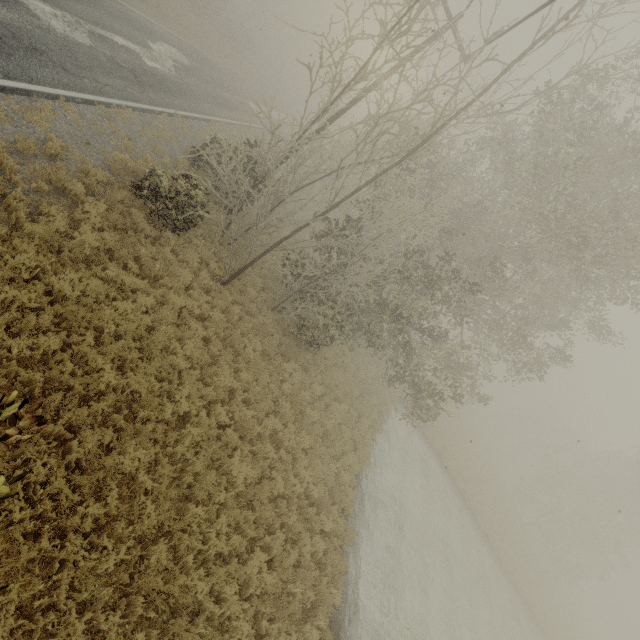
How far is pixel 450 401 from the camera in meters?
15.8
